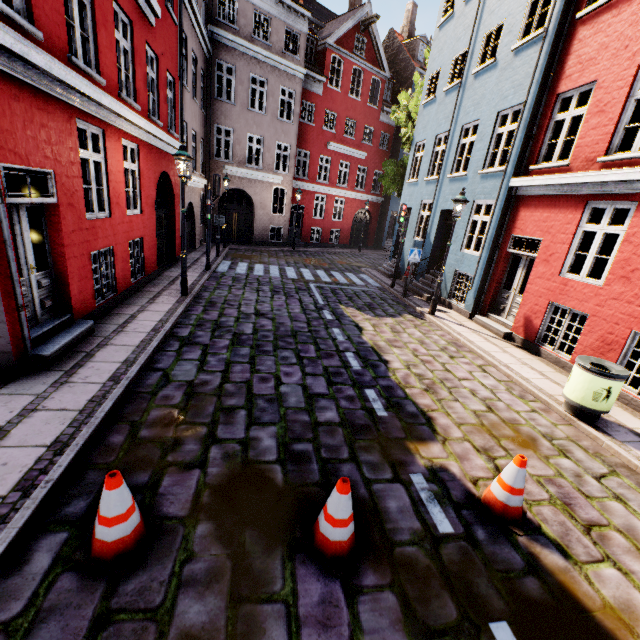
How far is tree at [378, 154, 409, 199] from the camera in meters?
18.4

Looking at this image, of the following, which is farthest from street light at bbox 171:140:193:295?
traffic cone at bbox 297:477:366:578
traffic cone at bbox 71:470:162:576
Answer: traffic cone at bbox 297:477:366:578

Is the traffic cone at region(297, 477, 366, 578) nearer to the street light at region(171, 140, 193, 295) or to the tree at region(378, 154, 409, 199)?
the street light at region(171, 140, 193, 295)

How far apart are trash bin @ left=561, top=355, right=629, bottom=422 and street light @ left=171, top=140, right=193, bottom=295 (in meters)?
9.22

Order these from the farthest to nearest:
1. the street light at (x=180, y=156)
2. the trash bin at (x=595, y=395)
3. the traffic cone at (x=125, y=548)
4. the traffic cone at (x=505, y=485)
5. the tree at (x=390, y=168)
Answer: the tree at (x=390, y=168), the street light at (x=180, y=156), the trash bin at (x=595, y=395), the traffic cone at (x=505, y=485), the traffic cone at (x=125, y=548)

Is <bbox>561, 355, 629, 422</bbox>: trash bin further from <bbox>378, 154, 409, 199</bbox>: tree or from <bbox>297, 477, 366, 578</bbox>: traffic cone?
<bbox>378, 154, 409, 199</bbox>: tree

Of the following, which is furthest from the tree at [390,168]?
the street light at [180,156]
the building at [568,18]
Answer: the street light at [180,156]

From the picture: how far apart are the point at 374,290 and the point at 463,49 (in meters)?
9.80
